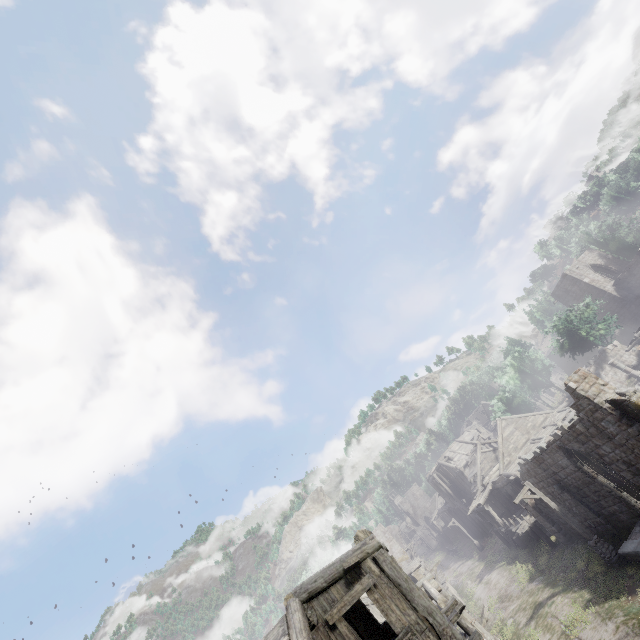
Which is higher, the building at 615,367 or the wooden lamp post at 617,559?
the building at 615,367

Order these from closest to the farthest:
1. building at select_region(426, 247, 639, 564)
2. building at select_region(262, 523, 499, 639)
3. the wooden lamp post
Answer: building at select_region(262, 523, 499, 639) → building at select_region(426, 247, 639, 564) → the wooden lamp post

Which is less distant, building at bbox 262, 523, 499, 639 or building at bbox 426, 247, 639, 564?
building at bbox 262, 523, 499, 639

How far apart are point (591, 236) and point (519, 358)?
17.2m

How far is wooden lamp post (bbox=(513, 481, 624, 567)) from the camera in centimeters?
1611cm

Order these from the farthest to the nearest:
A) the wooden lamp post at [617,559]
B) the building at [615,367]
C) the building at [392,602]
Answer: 1. the wooden lamp post at [617,559]
2. the building at [615,367]
3. the building at [392,602]

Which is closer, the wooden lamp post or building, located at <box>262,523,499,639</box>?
building, located at <box>262,523,499,639</box>
